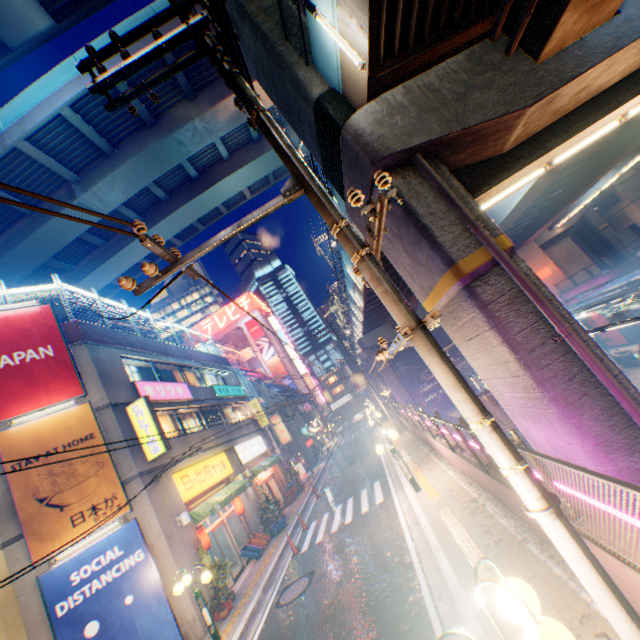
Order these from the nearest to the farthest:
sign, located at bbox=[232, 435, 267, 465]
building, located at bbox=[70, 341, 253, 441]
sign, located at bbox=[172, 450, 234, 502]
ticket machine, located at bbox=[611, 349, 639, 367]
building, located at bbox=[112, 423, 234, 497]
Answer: building, located at bbox=[112, 423, 234, 497] < building, located at bbox=[70, 341, 253, 441] < sign, located at bbox=[172, 450, 234, 502] < sign, located at bbox=[232, 435, 267, 465] < ticket machine, located at bbox=[611, 349, 639, 367]

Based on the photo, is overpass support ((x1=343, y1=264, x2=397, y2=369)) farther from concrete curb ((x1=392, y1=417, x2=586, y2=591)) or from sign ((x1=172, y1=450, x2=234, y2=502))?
sign ((x1=172, y1=450, x2=234, y2=502))

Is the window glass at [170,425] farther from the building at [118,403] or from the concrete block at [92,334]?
the concrete block at [92,334]

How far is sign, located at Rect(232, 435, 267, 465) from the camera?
20.7m

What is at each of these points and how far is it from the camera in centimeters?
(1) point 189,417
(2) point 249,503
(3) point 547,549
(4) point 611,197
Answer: (1) window glass, 1881cm
(2) building, 1866cm
(3) concrete curb, 551cm
(4) building, 4625cm

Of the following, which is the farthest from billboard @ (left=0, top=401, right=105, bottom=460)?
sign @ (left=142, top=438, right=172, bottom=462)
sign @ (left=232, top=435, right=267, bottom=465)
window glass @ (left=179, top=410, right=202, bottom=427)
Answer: sign @ (left=232, top=435, right=267, bottom=465)

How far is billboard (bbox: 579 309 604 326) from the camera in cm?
3219

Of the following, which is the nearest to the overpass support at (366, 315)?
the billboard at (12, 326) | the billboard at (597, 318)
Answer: the billboard at (597, 318)
